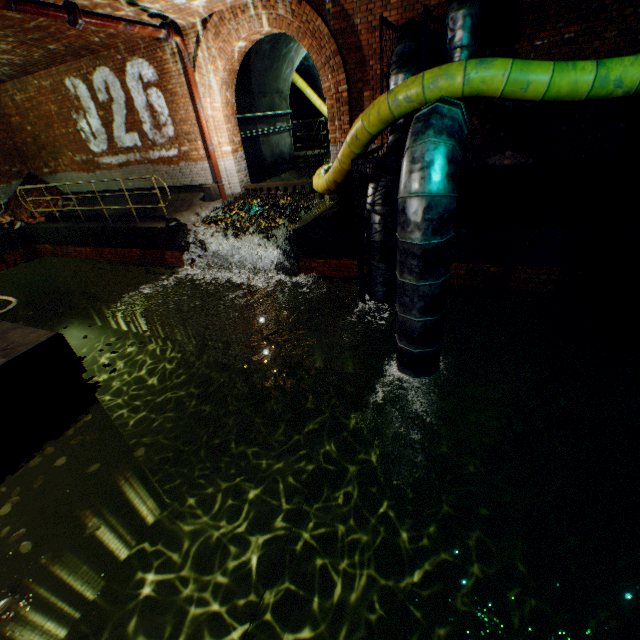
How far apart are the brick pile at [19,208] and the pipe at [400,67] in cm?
1350

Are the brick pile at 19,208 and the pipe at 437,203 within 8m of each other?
no

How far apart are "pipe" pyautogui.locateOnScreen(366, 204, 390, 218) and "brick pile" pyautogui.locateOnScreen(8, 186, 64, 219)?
13.50m

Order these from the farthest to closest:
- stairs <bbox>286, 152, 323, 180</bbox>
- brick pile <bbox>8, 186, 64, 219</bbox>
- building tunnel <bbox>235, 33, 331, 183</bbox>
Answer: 1. stairs <bbox>286, 152, 323, 180</bbox>
2. brick pile <bbox>8, 186, 64, 219</bbox>
3. building tunnel <bbox>235, 33, 331, 183</bbox>

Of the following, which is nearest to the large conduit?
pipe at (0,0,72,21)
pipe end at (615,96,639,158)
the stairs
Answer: the stairs

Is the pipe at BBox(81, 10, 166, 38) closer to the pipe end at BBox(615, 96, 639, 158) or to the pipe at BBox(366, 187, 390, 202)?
the pipe at BBox(366, 187, 390, 202)

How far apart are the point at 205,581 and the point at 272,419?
3.87m

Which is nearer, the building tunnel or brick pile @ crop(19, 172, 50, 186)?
the building tunnel
